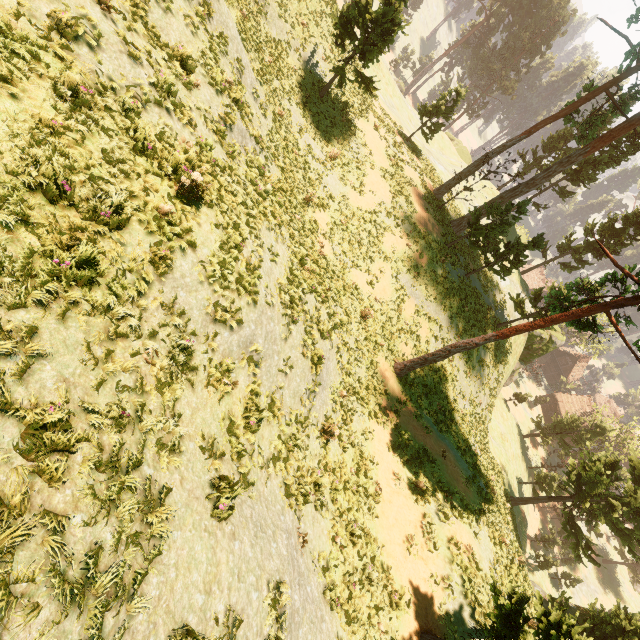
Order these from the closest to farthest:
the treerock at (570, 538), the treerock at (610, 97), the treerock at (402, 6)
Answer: the treerock at (610, 97), the treerock at (402, 6), the treerock at (570, 538)

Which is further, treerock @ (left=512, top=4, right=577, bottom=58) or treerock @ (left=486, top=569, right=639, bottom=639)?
treerock @ (left=512, top=4, right=577, bottom=58)

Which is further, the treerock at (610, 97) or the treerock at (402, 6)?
the treerock at (402, 6)

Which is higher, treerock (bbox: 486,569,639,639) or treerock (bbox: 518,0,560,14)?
treerock (bbox: 518,0,560,14)

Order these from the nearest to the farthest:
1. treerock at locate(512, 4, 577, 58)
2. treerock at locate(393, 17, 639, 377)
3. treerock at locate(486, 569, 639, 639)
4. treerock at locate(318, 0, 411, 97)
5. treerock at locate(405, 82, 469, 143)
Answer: treerock at locate(486, 569, 639, 639)
treerock at locate(393, 17, 639, 377)
treerock at locate(318, 0, 411, 97)
treerock at locate(405, 82, 469, 143)
treerock at locate(512, 4, 577, 58)

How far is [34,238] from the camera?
4.27m

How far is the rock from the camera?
37.4 meters

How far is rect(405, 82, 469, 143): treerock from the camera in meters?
28.1 m
